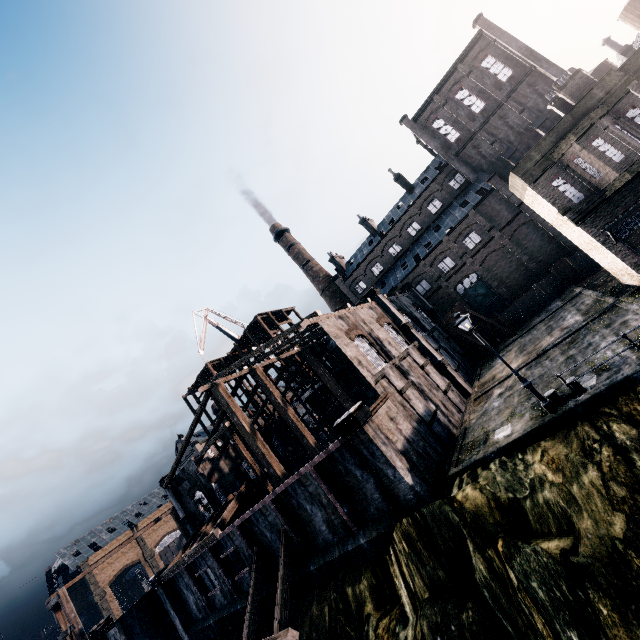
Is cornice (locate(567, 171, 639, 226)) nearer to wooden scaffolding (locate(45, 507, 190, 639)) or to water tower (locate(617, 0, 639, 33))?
water tower (locate(617, 0, 639, 33))

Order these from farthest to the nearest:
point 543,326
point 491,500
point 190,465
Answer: point 190,465
point 543,326
point 491,500

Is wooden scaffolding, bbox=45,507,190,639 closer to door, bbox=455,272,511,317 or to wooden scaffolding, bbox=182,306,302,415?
wooden scaffolding, bbox=182,306,302,415

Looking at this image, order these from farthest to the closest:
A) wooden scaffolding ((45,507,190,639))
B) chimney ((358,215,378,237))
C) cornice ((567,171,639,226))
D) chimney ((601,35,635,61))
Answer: chimney ((358,215,378,237)) < chimney ((601,35,635,61)) < wooden scaffolding ((45,507,190,639)) < cornice ((567,171,639,226))

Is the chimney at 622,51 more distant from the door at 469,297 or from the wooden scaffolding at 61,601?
the wooden scaffolding at 61,601

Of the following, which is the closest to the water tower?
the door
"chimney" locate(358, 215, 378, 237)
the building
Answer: the building

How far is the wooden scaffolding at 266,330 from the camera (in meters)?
44.06

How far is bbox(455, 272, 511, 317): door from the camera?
42.97m
